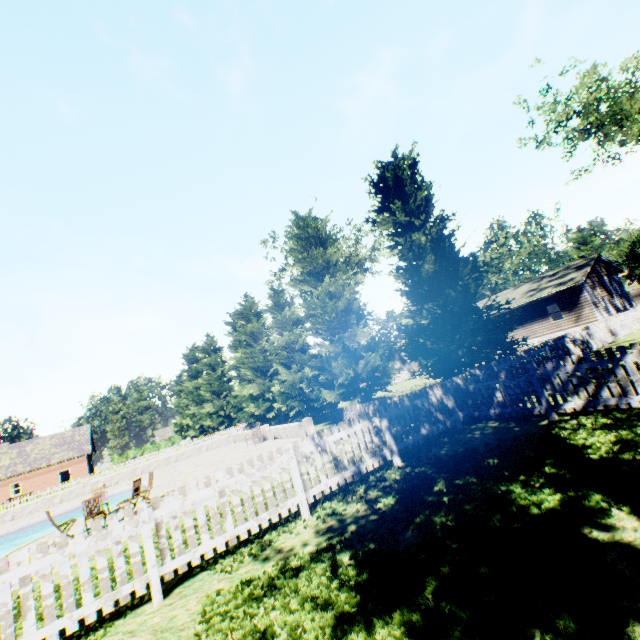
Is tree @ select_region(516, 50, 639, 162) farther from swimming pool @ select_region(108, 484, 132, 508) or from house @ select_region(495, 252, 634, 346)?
swimming pool @ select_region(108, 484, 132, 508)

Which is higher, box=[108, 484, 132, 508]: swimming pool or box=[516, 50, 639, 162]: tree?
box=[516, 50, 639, 162]: tree

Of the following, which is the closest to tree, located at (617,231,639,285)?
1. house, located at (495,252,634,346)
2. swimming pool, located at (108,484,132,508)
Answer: house, located at (495,252,634,346)

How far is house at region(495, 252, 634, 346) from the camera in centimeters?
2638cm

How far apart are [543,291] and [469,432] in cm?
2519

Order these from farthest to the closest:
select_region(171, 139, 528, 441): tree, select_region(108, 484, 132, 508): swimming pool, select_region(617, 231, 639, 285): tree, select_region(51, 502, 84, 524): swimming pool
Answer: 1. select_region(617, 231, 639, 285): tree
2. select_region(108, 484, 132, 508): swimming pool
3. select_region(51, 502, 84, 524): swimming pool
4. select_region(171, 139, 528, 441): tree

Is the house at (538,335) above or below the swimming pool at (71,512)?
above

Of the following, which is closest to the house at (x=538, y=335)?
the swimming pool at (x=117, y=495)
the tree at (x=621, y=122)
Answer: the tree at (x=621, y=122)
